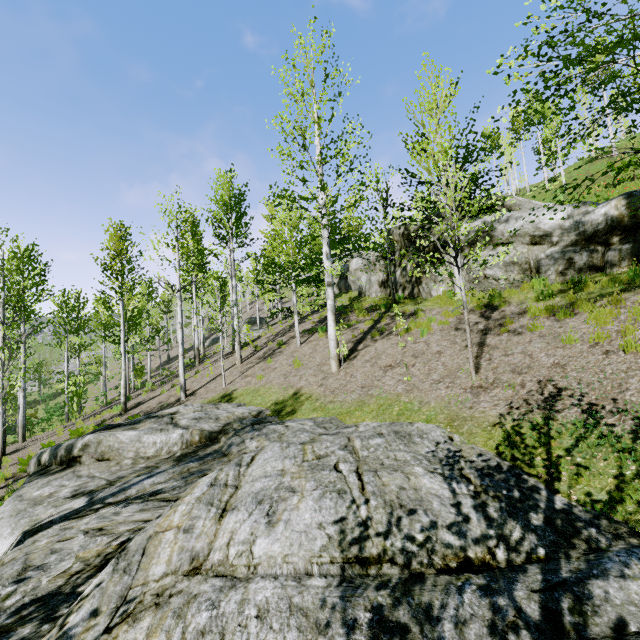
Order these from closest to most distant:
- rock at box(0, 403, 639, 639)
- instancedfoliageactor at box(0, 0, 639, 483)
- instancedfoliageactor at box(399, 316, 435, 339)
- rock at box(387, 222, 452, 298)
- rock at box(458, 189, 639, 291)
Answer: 1. rock at box(0, 403, 639, 639)
2. instancedfoliageactor at box(0, 0, 639, 483)
3. rock at box(458, 189, 639, 291)
4. instancedfoliageactor at box(399, 316, 435, 339)
5. rock at box(387, 222, 452, 298)

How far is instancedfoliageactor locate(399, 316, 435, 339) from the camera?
10.1m

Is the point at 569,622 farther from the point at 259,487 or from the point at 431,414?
the point at 431,414

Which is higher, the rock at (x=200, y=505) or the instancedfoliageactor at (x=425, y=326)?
the instancedfoliageactor at (x=425, y=326)

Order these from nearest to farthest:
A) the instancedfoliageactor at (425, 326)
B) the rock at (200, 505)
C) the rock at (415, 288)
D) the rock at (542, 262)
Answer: the rock at (200, 505), the rock at (542, 262), the instancedfoliageactor at (425, 326), the rock at (415, 288)

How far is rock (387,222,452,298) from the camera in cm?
1319

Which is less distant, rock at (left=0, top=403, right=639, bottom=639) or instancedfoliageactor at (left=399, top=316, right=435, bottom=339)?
rock at (left=0, top=403, right=639, bottom=639)

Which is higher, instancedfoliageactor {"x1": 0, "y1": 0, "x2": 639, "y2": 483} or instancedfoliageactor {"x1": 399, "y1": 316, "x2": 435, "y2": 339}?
instancedfoliageactor {"x1": 399, "y1": 316, "x2": 435, "y2": 339}
